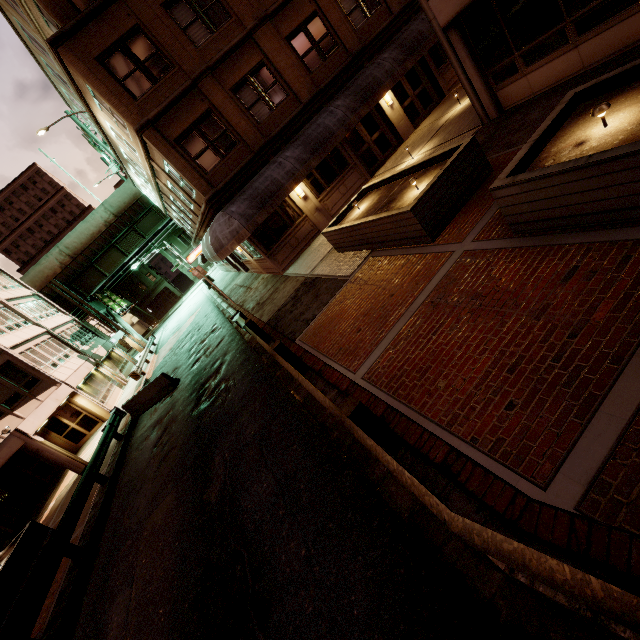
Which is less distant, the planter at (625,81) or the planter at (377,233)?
the planter at (625,81)

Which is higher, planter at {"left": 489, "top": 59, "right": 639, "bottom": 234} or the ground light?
A: the ground light

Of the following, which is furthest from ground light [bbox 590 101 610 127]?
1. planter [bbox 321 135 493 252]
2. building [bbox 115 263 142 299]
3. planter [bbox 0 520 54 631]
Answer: building [bbox 115 263 142 299]

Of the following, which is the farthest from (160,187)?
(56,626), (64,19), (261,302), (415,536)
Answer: (415,536)

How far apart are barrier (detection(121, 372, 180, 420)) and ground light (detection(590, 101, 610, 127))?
16.8m

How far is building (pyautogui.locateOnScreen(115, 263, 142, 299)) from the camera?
59.2m

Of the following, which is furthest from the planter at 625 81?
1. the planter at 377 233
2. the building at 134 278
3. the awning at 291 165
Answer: the building at 134 278

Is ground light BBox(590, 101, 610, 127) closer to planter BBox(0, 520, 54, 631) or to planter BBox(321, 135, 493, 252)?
planter BBox(321, 135, 493, 252)
